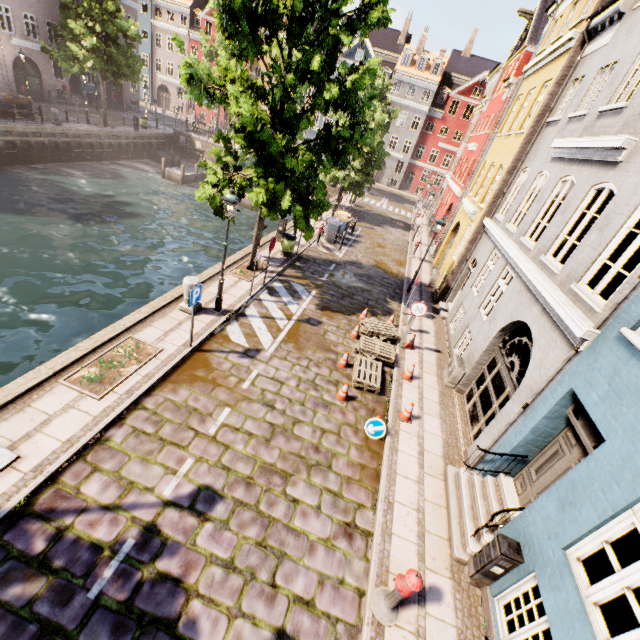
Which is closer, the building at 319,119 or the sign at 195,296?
the sign at 195,296

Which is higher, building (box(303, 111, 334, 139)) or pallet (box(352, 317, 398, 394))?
building (box(303, 111, 334, 139))

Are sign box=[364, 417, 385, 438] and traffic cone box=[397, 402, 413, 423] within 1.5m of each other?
yes

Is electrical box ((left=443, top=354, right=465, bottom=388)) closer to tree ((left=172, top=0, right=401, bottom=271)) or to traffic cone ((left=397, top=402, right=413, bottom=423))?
traffic cone ((left=397, top=402, right=413, bottom=423))

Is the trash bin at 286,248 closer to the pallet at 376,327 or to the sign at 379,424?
the pallet at 376,327

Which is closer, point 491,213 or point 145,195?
point 491,213

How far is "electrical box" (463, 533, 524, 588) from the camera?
5.1 meters

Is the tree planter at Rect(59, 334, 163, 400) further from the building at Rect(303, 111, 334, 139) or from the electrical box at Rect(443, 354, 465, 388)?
the building at Rect(303, 111, 334, 139)
